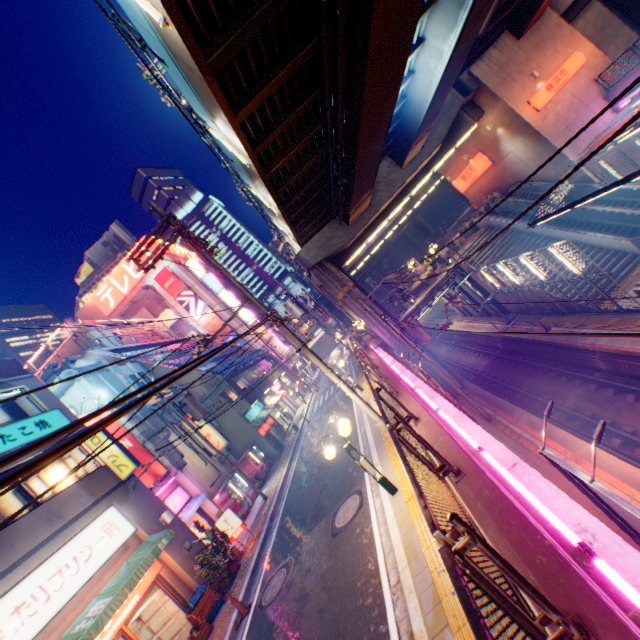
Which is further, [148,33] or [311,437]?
[311,437]

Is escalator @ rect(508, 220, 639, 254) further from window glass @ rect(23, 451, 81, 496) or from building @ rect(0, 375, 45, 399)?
window glass @ rect(23, 451, 81, 496)

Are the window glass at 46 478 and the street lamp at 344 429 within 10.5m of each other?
yes

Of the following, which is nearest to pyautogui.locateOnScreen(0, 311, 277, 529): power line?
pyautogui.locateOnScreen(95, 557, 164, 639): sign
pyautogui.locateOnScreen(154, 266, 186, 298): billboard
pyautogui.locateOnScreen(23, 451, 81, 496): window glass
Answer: pyautogui.locateOnScreen(23, 451, 81, 496): window glass

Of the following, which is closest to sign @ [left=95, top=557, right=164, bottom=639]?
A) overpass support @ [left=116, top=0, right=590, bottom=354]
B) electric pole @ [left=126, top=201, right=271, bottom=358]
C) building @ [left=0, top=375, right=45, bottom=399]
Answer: building @ [left=0, top=375, right=45, bottom=399]

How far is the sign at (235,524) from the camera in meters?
14.2 m

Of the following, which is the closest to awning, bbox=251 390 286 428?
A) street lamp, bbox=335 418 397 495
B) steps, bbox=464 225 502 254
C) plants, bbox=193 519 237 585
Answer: plants, bbox=193 519 237 585

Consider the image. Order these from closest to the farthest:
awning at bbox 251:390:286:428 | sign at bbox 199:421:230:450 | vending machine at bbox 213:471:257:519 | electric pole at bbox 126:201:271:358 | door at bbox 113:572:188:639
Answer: electric pole at bbox 126:201:271:358 → door at bbox 113:572:188:639 → vending machine at bbox 213:471:257:519 → sign at bbox 199:421:230:450 → awning at bbox 251:390:286:428
